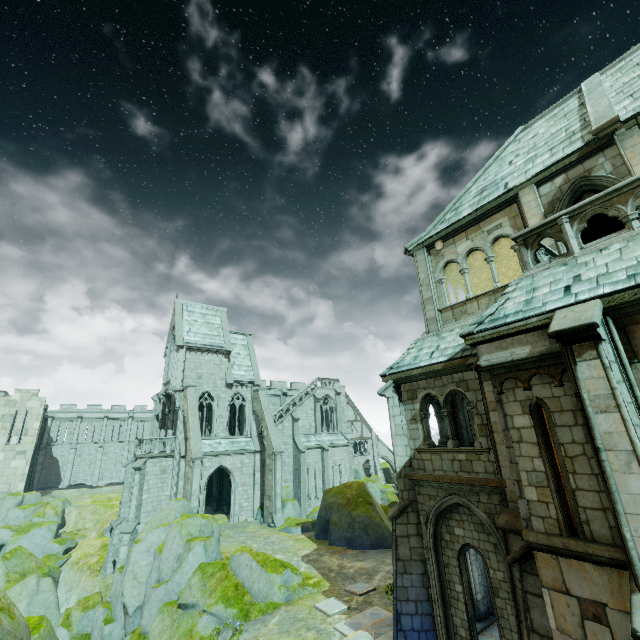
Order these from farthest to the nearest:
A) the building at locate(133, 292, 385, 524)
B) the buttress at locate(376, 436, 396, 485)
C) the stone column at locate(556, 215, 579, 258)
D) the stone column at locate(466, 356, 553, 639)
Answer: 1. the buttress at locate(376, 436, 396, 485)
2. the building at locate(133, 292, 385, 524)
3. the stone column at locate(556, 215, 579, 258)
4. the stone column at locate(466, 356, 553, 639)

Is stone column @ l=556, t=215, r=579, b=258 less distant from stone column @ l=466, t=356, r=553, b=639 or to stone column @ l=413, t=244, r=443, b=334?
stone column @ l=466, t=356, r=553, b=639

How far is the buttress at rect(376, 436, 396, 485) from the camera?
46.4m

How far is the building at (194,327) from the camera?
28.3m

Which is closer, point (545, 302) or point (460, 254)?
point (545, 302)

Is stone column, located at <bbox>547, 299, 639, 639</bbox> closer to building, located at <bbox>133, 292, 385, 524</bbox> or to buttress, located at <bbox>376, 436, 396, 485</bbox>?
building, located at <bbox>133, 292, 385, 524</bbox>

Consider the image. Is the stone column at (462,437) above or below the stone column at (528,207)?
below

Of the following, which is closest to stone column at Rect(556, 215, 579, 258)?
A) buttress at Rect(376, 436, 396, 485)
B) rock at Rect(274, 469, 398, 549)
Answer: rock at Rect(274, 469, 398, 549)
